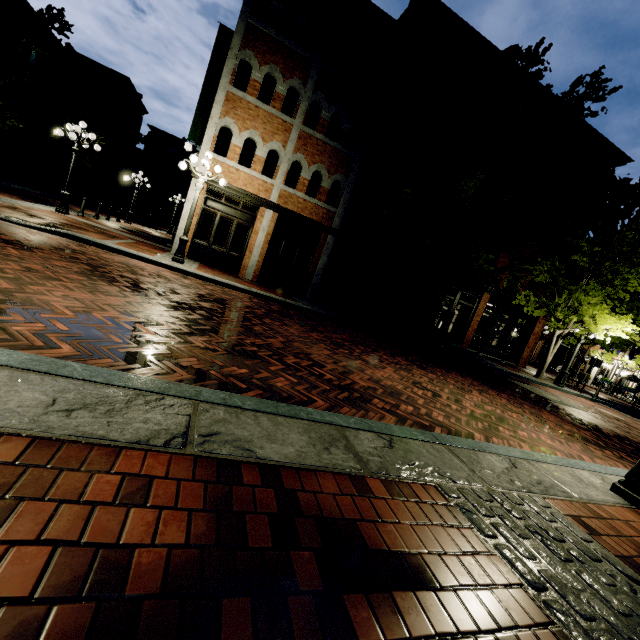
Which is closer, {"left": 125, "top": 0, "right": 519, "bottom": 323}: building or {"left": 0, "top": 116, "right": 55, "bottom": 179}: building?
{"left": 125, "top": 0, "right": 519, "bottom": 323}: building

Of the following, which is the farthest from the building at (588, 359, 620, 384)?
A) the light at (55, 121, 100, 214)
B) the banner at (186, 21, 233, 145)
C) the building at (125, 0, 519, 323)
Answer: the light at (55, 121, 100, 214)

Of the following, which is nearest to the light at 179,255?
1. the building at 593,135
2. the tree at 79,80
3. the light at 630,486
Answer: the building at 593,135

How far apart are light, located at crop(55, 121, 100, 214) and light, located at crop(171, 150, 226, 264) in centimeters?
592cm

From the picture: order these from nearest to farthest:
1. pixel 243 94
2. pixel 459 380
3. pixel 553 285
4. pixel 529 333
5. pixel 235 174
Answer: pixel 459 380 → pixel 243 94 → pixel 235 174 → pixel 553 285 → pixel 529 333

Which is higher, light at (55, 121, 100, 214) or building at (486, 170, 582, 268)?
building at (486, 170, 582, 268)

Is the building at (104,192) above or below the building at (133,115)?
below

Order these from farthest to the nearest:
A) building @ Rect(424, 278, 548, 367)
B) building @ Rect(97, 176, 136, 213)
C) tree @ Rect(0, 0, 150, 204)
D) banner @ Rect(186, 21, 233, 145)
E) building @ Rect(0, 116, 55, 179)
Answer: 1. building @ Rect(97, 176, 136, 213)
2. building @ Rect(0, 116, 55, 179)
3. building @ Rect(424, 278, 548, 367)
4. tree @ Rect(0, 0, 150, 204)
5. banner @ Rect(186, 21, 233, 145)
